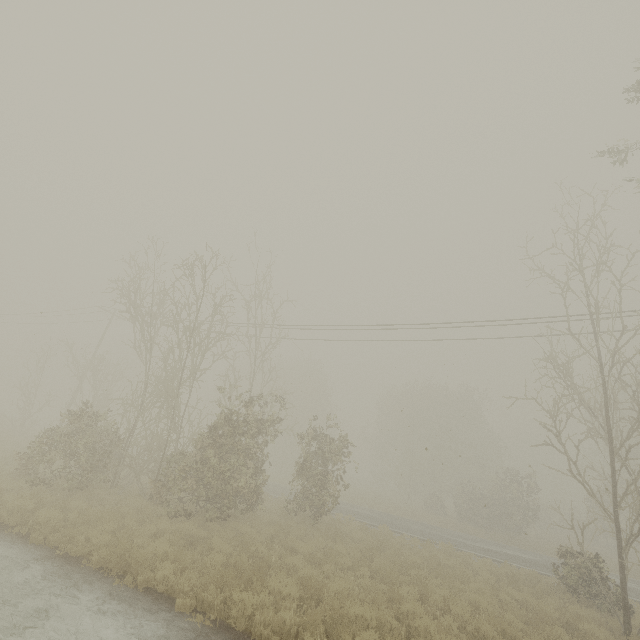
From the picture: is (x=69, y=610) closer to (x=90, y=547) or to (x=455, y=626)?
(x=90, y=547)
